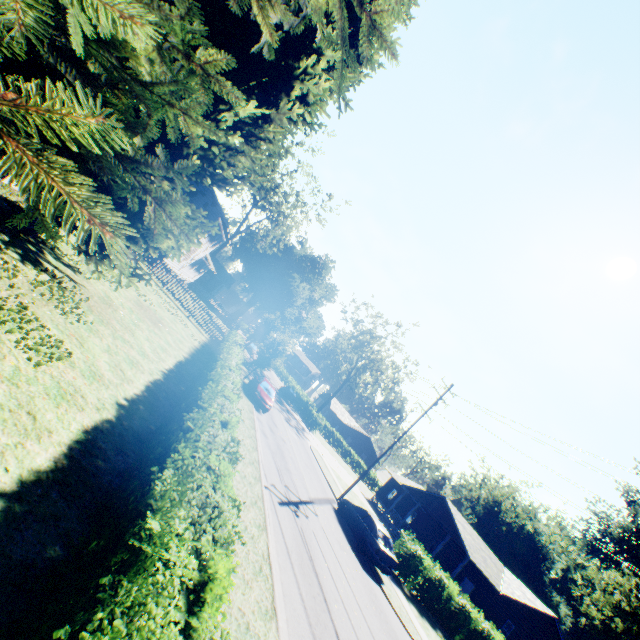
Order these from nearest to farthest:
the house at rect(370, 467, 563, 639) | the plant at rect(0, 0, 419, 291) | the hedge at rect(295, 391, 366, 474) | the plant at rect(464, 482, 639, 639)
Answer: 1. the plant at rect(0, 0, 419, 291)
2. the house at rect(370, 467, 563, 639)
3. the plant at rect(464, 482, 639, 639)
4. the hedge at rect(295, 391, 366, 474)

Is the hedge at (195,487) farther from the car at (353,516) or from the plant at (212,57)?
the car at (353,516)

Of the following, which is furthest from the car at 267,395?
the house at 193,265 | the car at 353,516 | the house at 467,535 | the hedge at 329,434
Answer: the hedge at 329,434

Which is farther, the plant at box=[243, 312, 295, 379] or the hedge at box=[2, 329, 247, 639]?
the plant at box=[243, 312, 295, 379]

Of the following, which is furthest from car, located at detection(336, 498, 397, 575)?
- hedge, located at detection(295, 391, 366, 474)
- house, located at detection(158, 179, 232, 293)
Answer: hedge, located at detection(295, 391, 366, 474)

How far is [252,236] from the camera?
56.84m

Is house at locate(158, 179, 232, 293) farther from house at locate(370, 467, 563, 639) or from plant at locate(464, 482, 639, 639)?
house at locate(370, 467, 563, 639)

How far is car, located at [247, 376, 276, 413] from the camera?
22.25m
